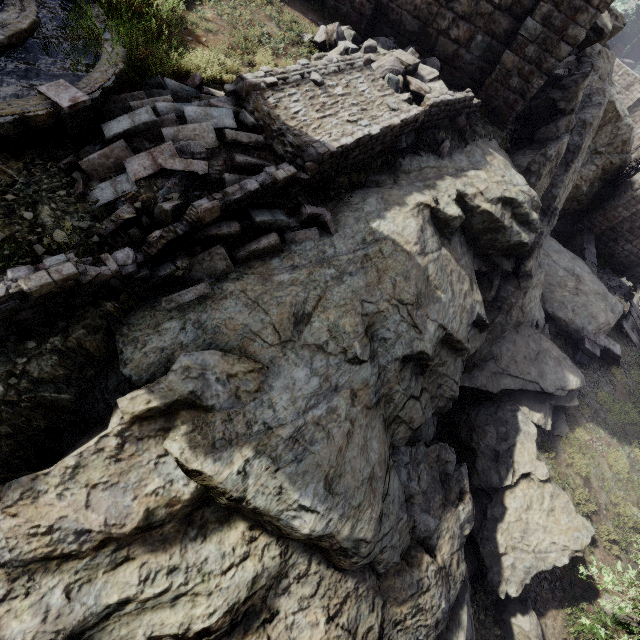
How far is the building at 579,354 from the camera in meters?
15.9 m

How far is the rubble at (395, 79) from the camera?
7.38m

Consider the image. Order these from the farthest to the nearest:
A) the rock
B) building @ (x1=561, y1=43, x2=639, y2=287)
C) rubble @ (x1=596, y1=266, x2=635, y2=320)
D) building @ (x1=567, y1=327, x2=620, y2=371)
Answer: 1. rubble @ (x1=596, y1=266, x2=635, y2=320)
2. building @ (x1=561, y1=43, x2=639, y2=287)
3. building @ (x1=567, y1=327, x2=620, y2=371)
4. the rock

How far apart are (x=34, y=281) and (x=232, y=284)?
2.12m

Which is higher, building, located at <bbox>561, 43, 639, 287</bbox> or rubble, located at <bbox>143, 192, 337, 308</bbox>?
rubble, located at <bbox>143, 192, 337, 308</bbox>

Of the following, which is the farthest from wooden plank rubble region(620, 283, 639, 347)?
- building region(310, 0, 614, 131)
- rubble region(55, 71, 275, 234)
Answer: rubble region(55, 71, 275, 234)

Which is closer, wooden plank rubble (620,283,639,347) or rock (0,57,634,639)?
rock (0,57,634,639)

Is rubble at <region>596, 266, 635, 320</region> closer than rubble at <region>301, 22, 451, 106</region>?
No
